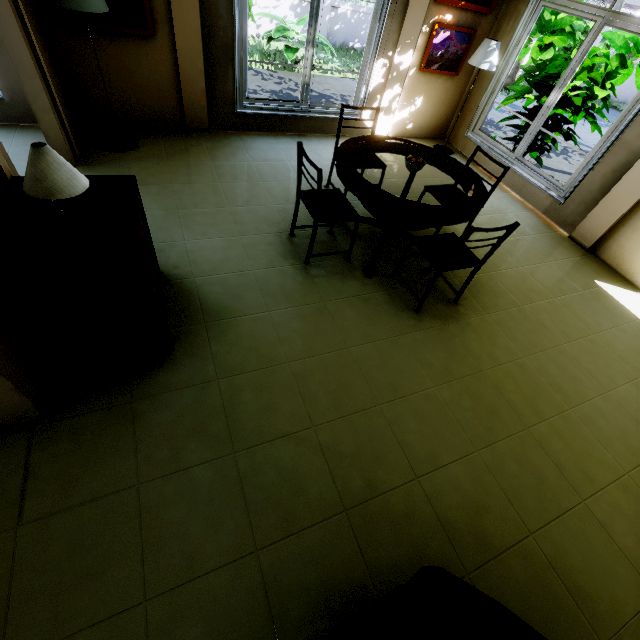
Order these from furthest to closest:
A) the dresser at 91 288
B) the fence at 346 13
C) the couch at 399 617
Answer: the fence at 346 13, the dresser at 91 288, the couch at 399 617

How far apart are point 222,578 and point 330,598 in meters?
0.5 m

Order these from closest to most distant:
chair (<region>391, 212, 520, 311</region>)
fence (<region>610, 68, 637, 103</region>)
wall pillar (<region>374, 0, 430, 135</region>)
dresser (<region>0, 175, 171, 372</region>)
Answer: dresser (<region>0, 175, 171, 372</region>)
chair (<region>391, 212, 520, 311</region>)
wall pillar (<region>374, 0, 430, 135</region>)
fence (<region>610, 68, 637, 103</region>)

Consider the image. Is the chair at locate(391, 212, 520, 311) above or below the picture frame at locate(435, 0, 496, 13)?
below

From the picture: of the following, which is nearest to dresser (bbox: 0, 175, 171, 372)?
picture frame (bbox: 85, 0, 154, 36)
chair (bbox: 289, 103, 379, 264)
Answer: chair (bbox: 289, 103, 379, 264)

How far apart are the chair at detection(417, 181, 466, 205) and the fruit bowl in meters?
0.6 m

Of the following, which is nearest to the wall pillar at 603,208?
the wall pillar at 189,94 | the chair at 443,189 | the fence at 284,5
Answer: the chair at 443,189

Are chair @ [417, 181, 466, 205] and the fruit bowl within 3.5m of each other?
yes
